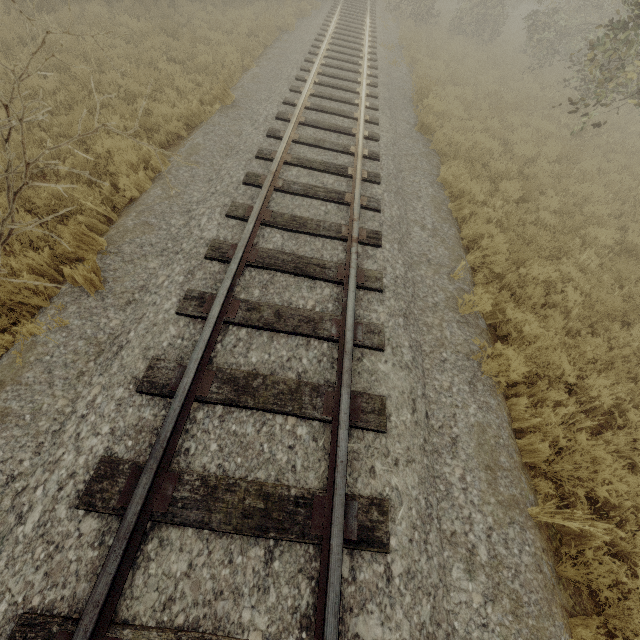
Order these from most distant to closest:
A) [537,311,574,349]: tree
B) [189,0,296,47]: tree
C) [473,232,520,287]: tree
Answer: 1. [189,0,296,47]: tree
2. [473,232,520,287]: tree
3. [537,311,574,349]: tree

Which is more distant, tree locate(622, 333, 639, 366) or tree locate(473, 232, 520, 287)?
tree locate(473, 232, 520, 287)

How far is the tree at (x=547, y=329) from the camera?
4.6m

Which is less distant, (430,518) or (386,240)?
(430,518)

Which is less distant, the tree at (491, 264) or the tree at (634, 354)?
the tree at (634, 354)
